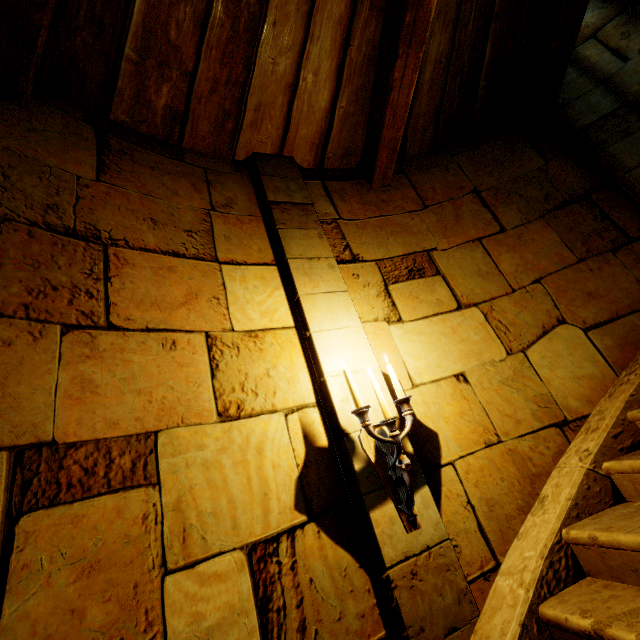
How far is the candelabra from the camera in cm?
191

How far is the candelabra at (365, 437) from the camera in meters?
1.9 m

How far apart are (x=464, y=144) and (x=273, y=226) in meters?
2.8 m
